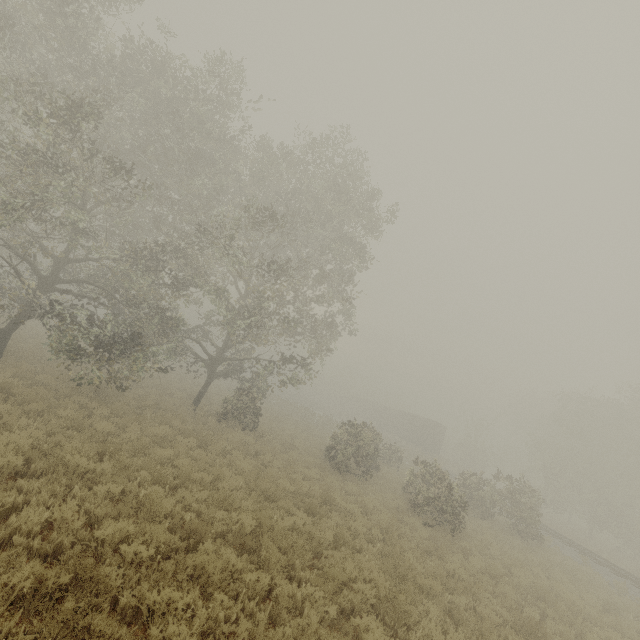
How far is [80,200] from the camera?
10.9m

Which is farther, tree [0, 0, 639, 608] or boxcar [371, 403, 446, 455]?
boxcar [371, 403, 446, 455]

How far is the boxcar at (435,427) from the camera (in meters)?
41.25

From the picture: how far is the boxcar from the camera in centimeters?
4125cm

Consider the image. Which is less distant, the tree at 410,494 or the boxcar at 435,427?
the tree at 410,494
